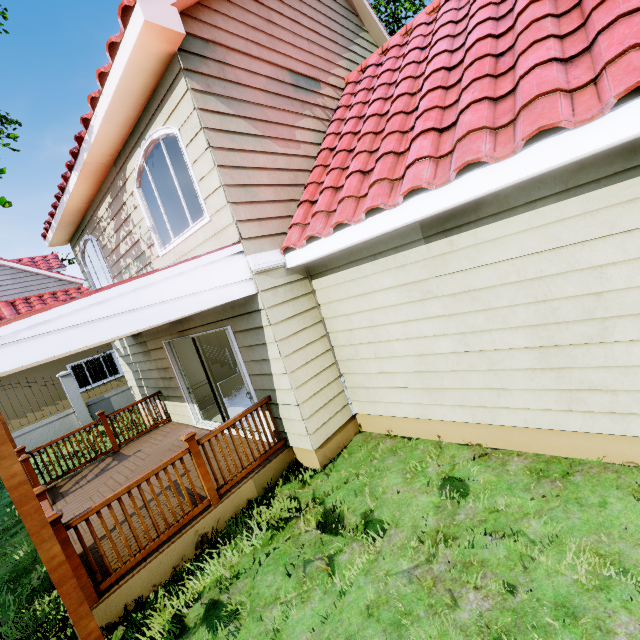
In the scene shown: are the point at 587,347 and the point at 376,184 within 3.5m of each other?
yes

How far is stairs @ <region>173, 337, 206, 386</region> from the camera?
8.5m

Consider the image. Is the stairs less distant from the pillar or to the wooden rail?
the wooden rail

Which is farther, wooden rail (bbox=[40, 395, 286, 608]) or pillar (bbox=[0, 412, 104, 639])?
wooden rail (bbox=[40, 395, 286, 608])

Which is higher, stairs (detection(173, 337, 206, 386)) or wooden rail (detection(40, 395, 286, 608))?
stairs (detection(173, 337, 206, 386))

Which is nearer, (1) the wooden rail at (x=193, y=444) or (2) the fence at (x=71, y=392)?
(1) the wooden rail at (x=193, y=444)

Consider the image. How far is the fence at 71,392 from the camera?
10.8 meters

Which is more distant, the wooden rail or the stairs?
the stairs
